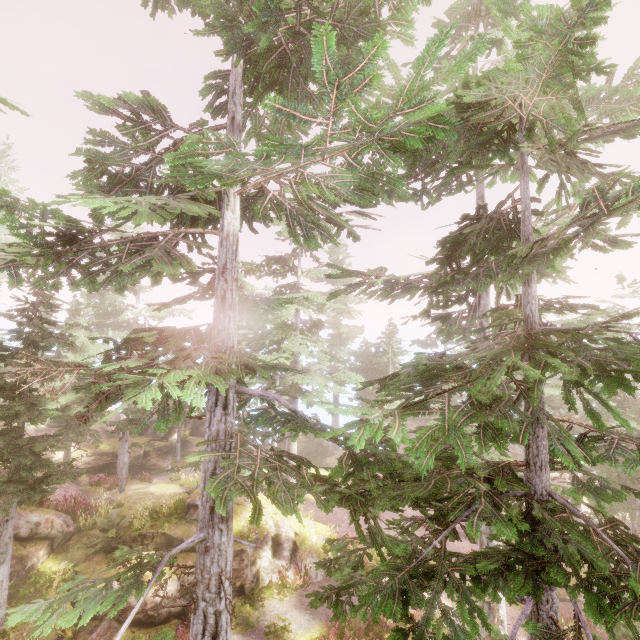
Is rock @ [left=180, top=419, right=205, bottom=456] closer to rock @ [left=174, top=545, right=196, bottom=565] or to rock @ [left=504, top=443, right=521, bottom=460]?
rock @ [left=174, top=545, right=196, bottom=565]

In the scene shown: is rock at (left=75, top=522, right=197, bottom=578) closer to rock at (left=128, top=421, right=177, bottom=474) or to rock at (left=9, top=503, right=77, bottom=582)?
rock at (left=9, top=503, right=77, bottom=582)

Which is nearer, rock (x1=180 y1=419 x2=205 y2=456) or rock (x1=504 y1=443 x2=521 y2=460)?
rock (x1=504 y1=443 x2=521 y2=460)

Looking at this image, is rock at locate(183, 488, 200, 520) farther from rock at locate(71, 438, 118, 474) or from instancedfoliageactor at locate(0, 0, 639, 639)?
rock at locate(71, 438, 118, 474)

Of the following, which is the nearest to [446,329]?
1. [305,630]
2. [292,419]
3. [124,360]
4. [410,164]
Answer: [410,164]

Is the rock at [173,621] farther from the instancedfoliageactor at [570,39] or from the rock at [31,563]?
the rock at [31,563]

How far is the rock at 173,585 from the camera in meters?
13.0 m

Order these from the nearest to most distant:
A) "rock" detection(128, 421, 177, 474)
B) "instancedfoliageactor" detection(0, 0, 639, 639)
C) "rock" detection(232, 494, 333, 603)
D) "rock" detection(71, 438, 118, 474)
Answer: "instancedfoliageactor" detection(0, 0, 639, 639)
"rock" detection(232, 494, 333, 603)
"rock" detection(71, 438, 118, 474)
"rock" detection(128, 421, 177, 474)
